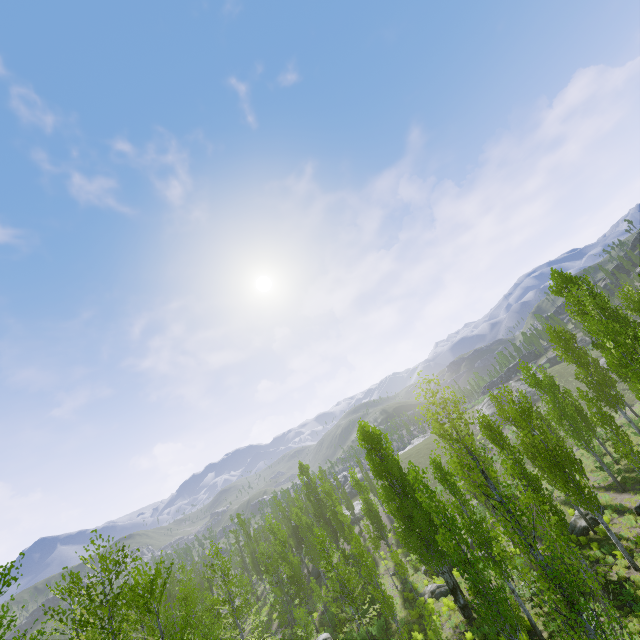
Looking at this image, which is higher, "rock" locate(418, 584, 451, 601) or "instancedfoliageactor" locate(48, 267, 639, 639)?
"instancedfoliageactor" locate(48, 267, 639, 639)

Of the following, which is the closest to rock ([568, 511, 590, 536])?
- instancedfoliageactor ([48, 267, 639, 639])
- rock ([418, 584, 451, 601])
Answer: instancedfoliageactor ([48, 267, 639, 639])

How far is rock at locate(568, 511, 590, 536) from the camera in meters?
22.8

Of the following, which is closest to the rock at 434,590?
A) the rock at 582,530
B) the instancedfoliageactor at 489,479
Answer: the instancedfoliageactor at 489,479

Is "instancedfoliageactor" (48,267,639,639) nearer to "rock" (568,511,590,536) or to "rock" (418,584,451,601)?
"rock" (568,511,590,536)

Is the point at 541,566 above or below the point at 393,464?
below

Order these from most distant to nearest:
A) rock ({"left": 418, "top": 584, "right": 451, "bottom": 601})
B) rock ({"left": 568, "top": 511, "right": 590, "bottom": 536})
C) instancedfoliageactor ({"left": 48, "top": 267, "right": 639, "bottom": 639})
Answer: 1. rock ({"left": 418, "top": 584, "right": 451, "bottom": 601})
2. rock ({"left": 568, "top": 511, "right": 590, "bottom": 536})
3. instancedfoliageactor ({"left": 48, "top": 267, "right": 639, "bottom": 639})

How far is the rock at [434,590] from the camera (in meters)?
25.80
